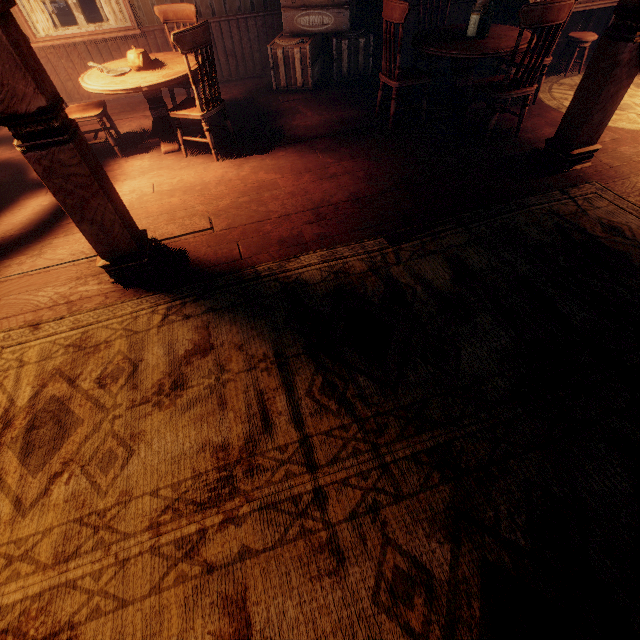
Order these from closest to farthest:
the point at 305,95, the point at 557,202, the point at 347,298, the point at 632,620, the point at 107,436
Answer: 1. the point at 632,620
2. the point at 107,436
3. the point at 347,298
4. the point at 557,202
5. the point at 305,95

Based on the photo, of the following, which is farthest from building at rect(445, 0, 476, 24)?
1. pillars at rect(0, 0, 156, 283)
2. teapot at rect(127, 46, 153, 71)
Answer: teapot at rect(127, 46, 153, 71)

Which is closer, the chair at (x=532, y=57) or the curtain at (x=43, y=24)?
the chair at (x=532, y=57)

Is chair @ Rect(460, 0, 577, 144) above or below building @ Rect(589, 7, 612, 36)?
above

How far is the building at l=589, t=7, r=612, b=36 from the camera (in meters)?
5.62

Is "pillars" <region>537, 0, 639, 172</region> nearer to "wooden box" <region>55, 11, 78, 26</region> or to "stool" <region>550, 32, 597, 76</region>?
"stool" <region>550, 32, 597, 76</region>

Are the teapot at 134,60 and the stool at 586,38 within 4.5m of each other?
no

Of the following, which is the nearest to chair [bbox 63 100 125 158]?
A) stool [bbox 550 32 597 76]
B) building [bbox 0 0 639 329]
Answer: building [bbox 0 0 639 329]
